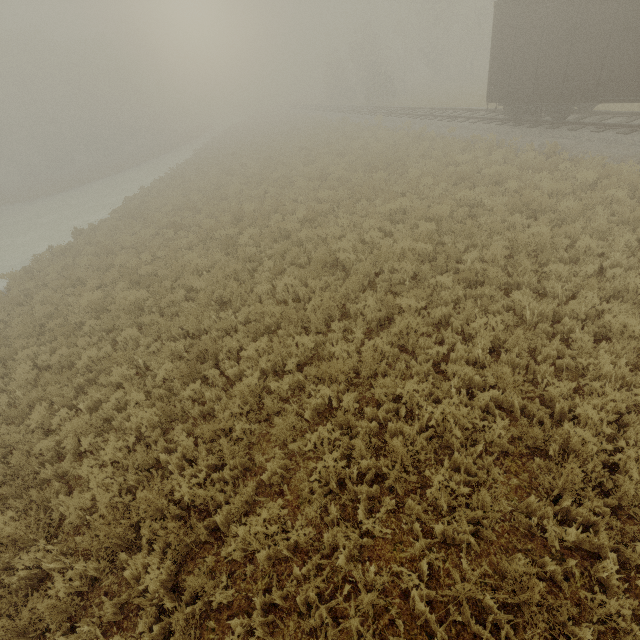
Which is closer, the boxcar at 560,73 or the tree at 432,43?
the boxcar at 560,73

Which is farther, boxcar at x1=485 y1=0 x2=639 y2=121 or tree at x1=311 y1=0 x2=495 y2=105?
tree at x1=311 y1=0 x2=495 y2=105

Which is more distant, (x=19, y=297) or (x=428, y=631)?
(x=19, y=297)
